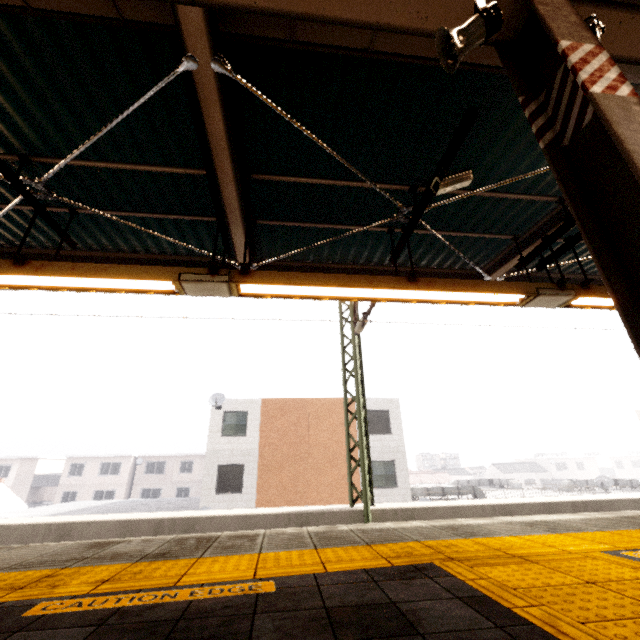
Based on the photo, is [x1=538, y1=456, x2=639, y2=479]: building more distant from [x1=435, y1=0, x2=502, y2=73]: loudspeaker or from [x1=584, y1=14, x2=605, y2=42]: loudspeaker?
→ [x1=435, y1=0, x2=502, y2=73]: loudspeaker

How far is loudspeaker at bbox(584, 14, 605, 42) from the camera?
2.3 meters

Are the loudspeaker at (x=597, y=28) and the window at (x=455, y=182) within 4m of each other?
yes

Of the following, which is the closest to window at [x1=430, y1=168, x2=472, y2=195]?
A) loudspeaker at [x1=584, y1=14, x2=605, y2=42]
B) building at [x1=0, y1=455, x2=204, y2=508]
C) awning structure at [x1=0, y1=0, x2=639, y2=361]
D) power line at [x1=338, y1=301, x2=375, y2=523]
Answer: awning structure at [x1=0, y1=0, x2=639, y2=361]

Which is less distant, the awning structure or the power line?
the awning structure

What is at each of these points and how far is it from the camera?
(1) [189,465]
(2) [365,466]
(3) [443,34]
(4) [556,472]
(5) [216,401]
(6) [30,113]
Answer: (1) building, 40.7 meters
(2) power line, 7.8 meters
(3) loudspeaker, 2.3 meters
(4) building, 57.0 meters
(5) satellite dish, 19.3 meters
(6) awning structure, 3.5 meters

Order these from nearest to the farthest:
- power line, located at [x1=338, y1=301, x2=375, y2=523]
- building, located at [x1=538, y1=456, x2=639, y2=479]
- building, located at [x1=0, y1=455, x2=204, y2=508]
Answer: power line, located at [x1=338, y1=301, x2=375, y2=523]
building, located at [x1=0, y1=455, x2=204, y2=508]
building, located at [x1=538, y1=456, x2=639, y2=479]

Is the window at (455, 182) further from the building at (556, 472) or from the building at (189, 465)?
the building at (556, 472)
